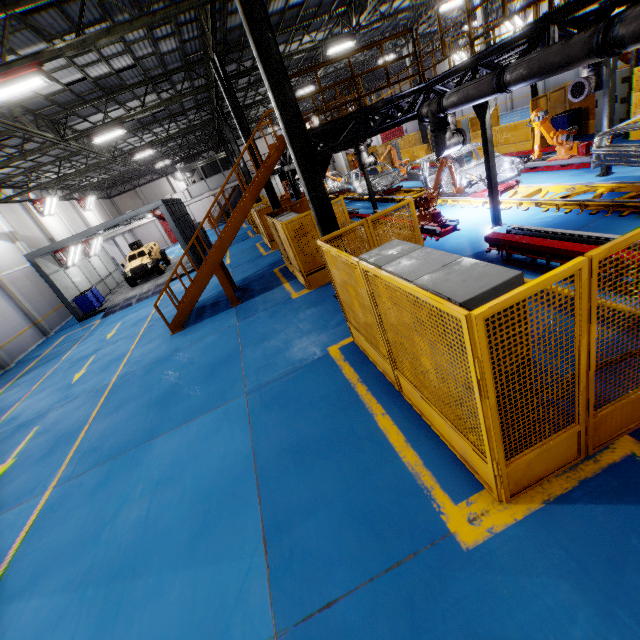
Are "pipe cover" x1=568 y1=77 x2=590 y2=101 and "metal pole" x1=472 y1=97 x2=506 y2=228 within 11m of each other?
yes

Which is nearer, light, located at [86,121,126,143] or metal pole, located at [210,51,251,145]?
metal pole, located at [210,51,251,145]

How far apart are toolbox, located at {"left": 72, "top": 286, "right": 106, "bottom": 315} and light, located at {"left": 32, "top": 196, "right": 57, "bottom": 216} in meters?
10.0

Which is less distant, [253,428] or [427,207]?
[253,428]

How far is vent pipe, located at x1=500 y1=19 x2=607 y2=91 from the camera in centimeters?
495cm

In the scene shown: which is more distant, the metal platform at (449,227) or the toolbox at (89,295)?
the toolbox at (89,295)

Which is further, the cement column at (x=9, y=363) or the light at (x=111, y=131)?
the cement column at (x=9, y=363)

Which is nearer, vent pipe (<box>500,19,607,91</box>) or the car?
vent pipe (<box>500,19,607,91</box>)
